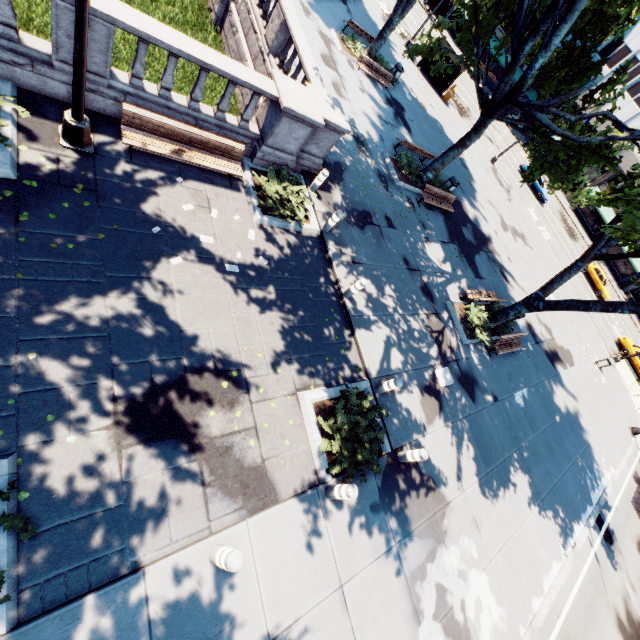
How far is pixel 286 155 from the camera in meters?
10.3 m

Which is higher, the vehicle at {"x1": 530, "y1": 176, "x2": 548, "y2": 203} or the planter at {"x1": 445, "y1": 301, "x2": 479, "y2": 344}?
the vehicle at {"x1": 530, "y1": 176, "x2": 548, "y2": 203}

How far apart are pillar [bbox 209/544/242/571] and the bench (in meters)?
8.50

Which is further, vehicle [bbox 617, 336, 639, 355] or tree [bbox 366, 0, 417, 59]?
vehicle [bbox 617, 336, 639, 355]

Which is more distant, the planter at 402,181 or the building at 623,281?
→ the building at 623,281

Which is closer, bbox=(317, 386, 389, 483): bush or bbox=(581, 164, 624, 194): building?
bbox=(317, 386, 389, 483): bush

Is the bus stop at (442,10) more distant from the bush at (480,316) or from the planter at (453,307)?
the bush at (480,316)

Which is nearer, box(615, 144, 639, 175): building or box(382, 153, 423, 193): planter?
box(382, 153, 423, 193): planter
